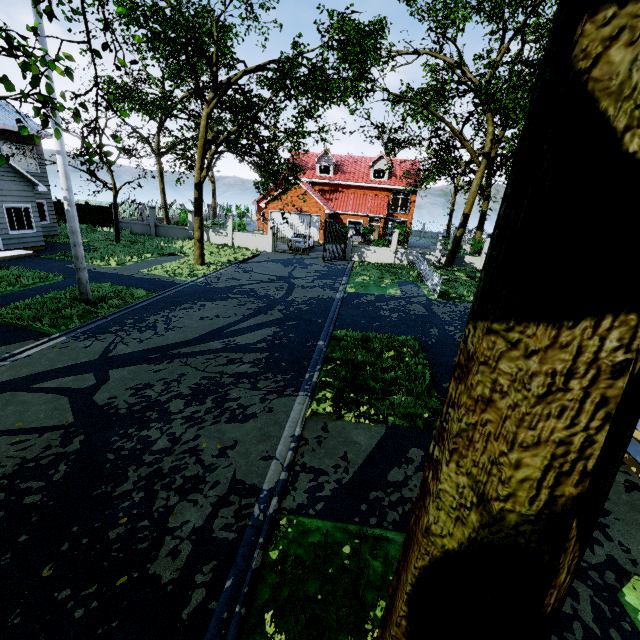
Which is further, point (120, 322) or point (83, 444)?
point (120, 322)

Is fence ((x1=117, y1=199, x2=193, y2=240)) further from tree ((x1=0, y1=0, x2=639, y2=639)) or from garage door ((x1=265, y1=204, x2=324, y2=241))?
garage door ((x1=265, y1=204, x2=324, y2=241))

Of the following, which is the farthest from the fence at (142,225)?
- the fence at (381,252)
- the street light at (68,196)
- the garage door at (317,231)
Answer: the street light at (68,196)

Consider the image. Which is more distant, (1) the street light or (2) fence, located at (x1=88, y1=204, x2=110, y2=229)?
(2) fence, located at (x1=88, y1=204, x2=110, y2=229)

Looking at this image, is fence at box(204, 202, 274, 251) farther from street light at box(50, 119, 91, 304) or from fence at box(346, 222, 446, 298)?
street light at box(50, 119, 91, 304)

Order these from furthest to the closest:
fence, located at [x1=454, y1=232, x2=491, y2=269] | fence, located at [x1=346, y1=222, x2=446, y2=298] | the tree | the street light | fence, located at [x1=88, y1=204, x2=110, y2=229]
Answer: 1. fence, located at [x1=88, y1=204, x2=110, y2=229]
2. fence, located at [x1=454, y1=232, x2=491, y2=269]
3. fence, located at [x1=346, y1=222, x2=446, y2=298]
4. the street light
5. the tree

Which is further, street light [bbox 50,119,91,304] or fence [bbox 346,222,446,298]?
fence [bbox 346,222,446,298]

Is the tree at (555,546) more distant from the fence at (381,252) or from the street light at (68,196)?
the street light at (68,196)
